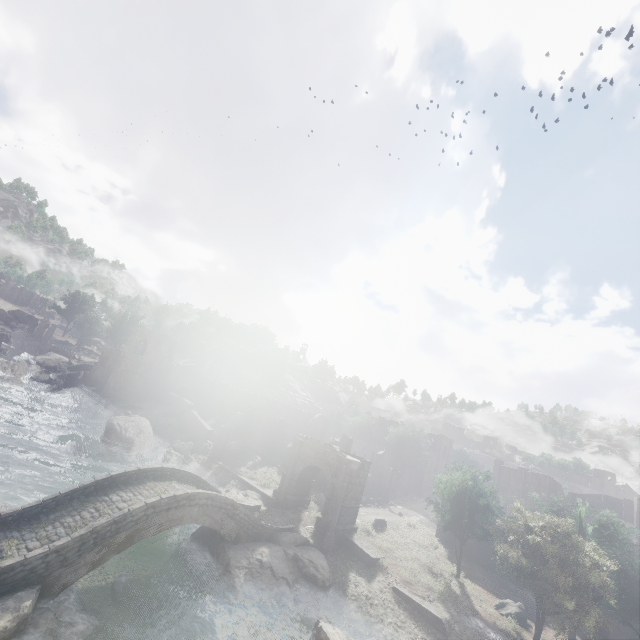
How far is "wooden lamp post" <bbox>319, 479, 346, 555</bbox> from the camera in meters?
23.9

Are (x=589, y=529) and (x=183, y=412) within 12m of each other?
no

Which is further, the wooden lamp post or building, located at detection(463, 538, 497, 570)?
building, located at detection(463, 538, 497, 570)

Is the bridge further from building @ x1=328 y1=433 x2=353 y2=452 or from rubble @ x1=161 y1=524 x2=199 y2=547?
building @ x1=328 y1=433 x2=353 y2=452

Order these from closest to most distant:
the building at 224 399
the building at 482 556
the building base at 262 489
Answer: the building base at 262 489, the building at 482 556, the building at 224 399

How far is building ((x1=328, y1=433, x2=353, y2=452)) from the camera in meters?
40.3 m

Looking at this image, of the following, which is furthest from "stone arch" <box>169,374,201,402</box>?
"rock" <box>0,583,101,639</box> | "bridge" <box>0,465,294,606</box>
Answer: "rock" <box>0,583,101,639</box>

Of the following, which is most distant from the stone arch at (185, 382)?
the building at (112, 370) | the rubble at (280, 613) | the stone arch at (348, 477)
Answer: the rubble at (280, 613)
